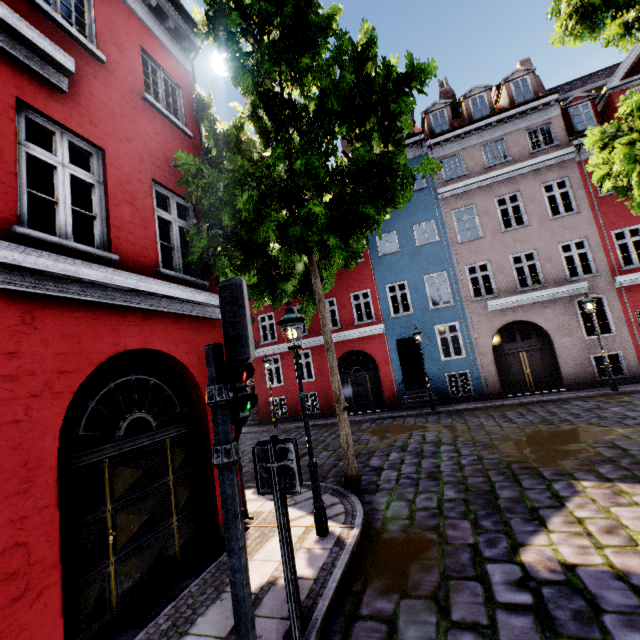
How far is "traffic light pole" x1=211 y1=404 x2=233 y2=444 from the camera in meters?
2.7 m

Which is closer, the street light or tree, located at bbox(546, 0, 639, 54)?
the street light

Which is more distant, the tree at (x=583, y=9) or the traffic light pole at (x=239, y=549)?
the tree at (x=583, y=9)

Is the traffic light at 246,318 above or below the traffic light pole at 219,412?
above

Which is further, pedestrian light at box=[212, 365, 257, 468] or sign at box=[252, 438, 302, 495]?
sign at box=[252, 438, 302, 495]

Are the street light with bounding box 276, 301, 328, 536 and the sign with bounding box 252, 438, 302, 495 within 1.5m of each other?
no

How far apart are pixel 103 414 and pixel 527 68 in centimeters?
2343cm

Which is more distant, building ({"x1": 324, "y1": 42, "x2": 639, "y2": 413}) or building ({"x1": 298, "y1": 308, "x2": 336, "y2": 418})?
building ({"x1": 298, "y1": 308, "x2": 336, "y2": 418})
